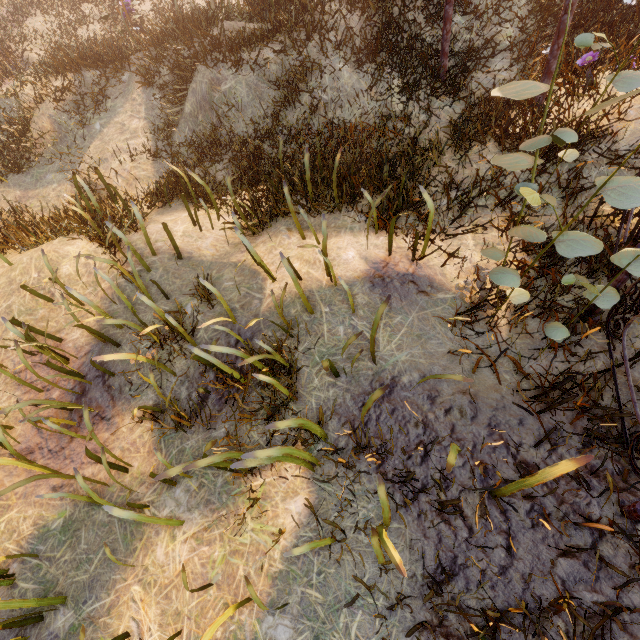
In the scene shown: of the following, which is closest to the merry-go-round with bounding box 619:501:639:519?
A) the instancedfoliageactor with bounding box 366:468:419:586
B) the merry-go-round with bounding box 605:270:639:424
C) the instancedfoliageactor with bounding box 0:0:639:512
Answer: the merry-go-round with bounding box 605:270:639:424

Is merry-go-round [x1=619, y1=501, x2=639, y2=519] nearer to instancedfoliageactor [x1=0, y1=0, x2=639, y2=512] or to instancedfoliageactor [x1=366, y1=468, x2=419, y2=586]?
instancedfoliageactor [x1=366, y1=468, x2=419, y2=586]

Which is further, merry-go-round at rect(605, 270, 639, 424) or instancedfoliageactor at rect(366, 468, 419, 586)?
merry-go-round at rect(605, 270, 639, 424)

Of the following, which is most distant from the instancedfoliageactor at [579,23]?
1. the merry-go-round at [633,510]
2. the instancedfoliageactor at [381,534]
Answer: the merry-go-round at [633,510]

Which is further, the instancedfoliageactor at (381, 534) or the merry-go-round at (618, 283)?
the merry-go-round at (618, 283)

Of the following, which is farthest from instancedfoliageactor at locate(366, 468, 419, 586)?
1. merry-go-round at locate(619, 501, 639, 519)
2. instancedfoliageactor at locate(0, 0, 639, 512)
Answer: instancedfoliageactor at locate(0, 0, 639, 512)

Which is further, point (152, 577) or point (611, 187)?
point (152, 577)

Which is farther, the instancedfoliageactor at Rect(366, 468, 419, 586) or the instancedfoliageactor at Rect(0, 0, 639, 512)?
the instancedfoliageactor at Rect(0, 0, 639, 512)
